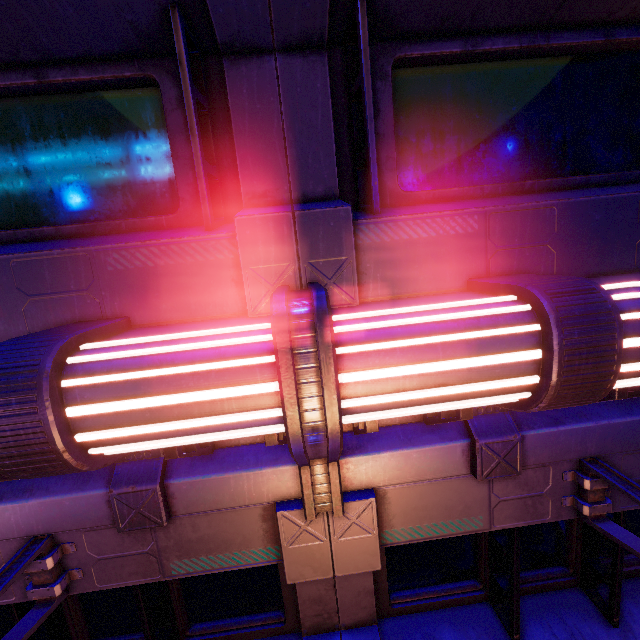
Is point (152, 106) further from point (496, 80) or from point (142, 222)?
point (496, 80)
